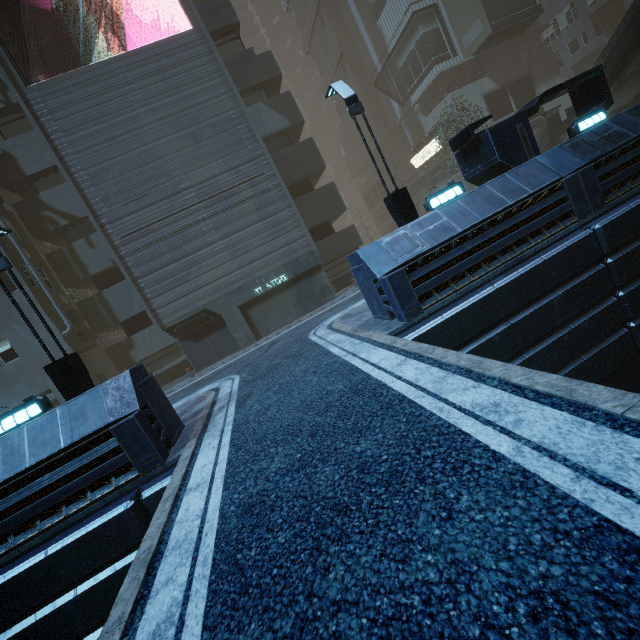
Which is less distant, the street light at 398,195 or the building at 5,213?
the building at 5,213

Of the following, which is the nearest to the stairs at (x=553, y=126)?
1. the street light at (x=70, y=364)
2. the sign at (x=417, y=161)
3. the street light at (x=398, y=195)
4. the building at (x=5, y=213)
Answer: the building at (x=5, y=213)

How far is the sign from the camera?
31.31m

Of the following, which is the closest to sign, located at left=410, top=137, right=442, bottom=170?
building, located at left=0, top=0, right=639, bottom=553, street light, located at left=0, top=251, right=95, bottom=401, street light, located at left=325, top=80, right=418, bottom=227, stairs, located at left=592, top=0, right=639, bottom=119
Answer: building, located at left=0, top=0, right=639, bottom=553

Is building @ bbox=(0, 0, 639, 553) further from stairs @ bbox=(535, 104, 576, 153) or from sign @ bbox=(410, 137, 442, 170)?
stairs @ bbox=(535, 104, 576, 153)

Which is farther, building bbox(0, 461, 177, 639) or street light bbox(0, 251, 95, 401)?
Answer: street light bbox(0, 251, 95, 401)

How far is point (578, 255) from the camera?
7.91m

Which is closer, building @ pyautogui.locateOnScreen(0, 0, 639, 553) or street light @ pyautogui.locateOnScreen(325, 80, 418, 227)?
building @ pyautogui.locateOnScreen(0, 0, 639, 553)
